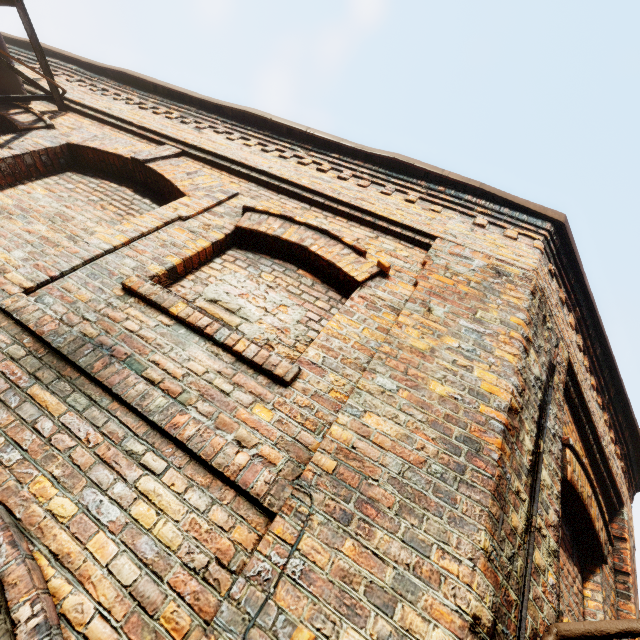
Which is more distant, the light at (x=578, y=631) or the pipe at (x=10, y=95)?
the pipe at (x=10, y=95)

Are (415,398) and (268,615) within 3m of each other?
yes

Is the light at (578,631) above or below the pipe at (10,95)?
below

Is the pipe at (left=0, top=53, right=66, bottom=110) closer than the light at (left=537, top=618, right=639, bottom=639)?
No

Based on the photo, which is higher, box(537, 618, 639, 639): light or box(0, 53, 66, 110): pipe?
box(0, 53, 66, 110): pipe
